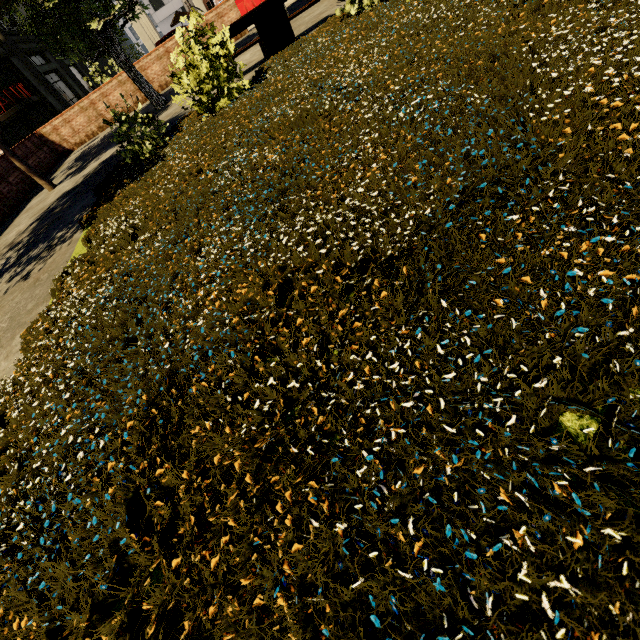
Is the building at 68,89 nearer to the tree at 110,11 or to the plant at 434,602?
the tree at 110,11

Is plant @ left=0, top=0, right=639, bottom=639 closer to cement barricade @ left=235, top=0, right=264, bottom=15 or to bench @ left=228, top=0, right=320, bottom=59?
bench @ left=228, top=0, right=320, bottom=59

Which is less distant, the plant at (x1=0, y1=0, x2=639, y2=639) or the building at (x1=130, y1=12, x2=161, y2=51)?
the plant at (x1=0, y1=0, x2=639, y2=639)

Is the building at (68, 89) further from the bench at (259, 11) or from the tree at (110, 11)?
the bench at (259, 11)

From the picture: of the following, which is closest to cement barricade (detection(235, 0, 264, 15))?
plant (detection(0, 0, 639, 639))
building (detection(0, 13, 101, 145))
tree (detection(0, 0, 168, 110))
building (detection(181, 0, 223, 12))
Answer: building (detection(181, 0, 223, 12))

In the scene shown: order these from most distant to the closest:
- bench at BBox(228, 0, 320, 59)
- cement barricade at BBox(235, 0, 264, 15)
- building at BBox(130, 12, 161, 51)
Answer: building at BBox(130, 12, 161, 51), cement barricade at BBox(235, 0, 264, 15), bench at BBox(228, 0, 320, 59)

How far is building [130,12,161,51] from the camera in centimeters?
2331cm

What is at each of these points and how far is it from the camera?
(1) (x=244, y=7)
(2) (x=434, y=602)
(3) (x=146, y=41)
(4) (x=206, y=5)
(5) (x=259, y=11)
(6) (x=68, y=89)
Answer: (1) cement barricade, 20.95m
(2) plant, 0.90m
(3) building, 23.92m
(4) building, 37.38m
(5) bench, 6.76m
(6) building, 33.09m
